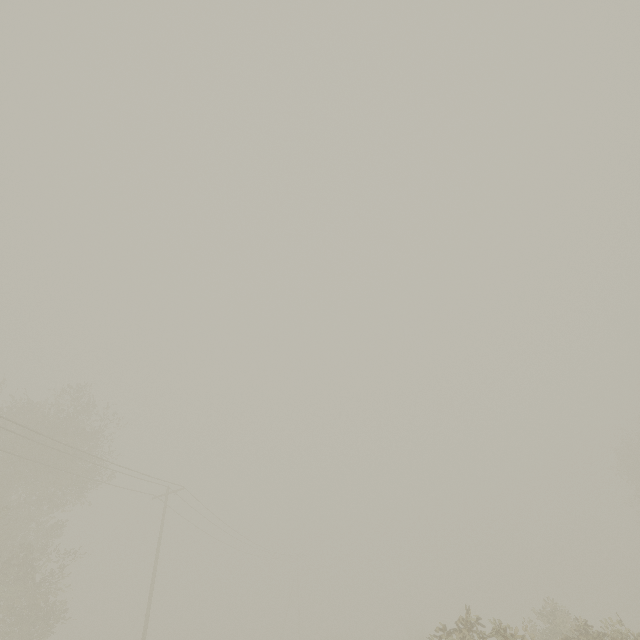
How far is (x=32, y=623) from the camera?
17.09m
